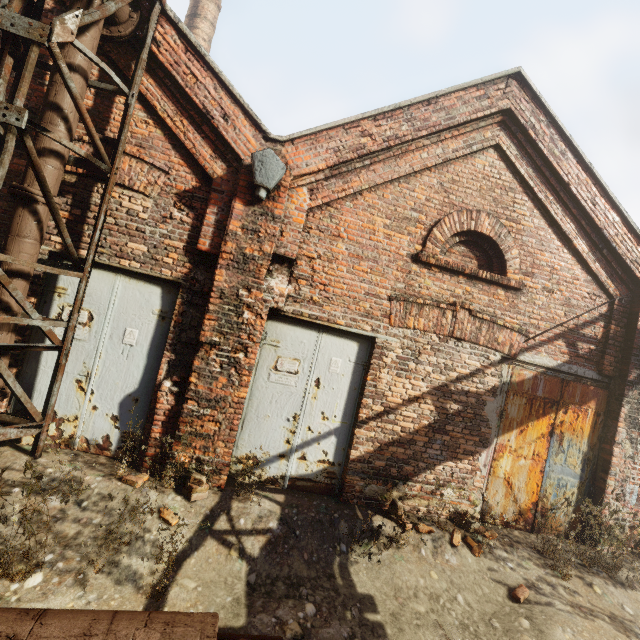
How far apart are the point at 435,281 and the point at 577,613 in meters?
4.6 m

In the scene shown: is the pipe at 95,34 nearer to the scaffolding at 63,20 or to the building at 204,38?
the scaffolding at 63,20

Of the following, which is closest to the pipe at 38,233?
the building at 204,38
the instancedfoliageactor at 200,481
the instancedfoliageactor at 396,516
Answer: the instancedfoliageactor at 200,481

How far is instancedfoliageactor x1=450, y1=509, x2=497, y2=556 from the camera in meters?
4.7

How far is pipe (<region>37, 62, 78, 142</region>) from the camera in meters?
3.6

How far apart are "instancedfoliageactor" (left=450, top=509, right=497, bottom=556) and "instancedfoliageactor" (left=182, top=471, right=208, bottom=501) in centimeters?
381cm

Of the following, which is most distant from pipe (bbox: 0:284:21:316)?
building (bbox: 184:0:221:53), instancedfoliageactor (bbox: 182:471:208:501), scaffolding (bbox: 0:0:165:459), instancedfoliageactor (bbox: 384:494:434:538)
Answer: building (bbox: 184:0:221:53)

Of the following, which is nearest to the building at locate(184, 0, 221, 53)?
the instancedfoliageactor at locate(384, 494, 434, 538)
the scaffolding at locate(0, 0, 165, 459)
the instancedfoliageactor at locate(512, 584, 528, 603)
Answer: the scaffolding at locate(0, 0, 165, 459)
